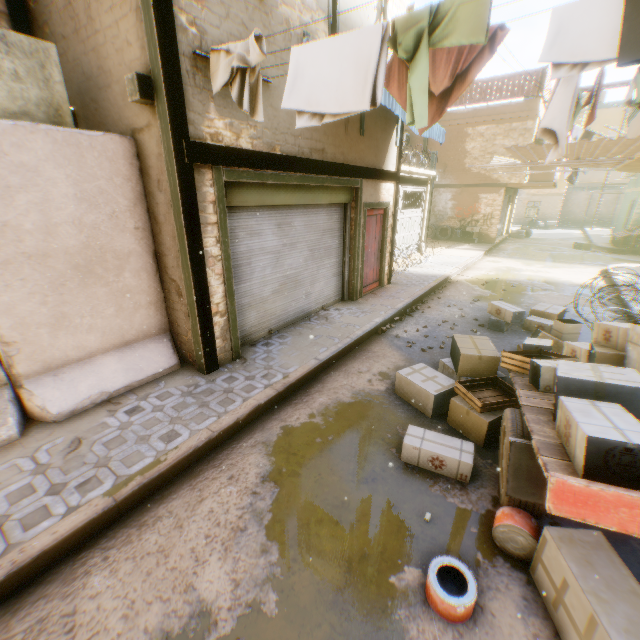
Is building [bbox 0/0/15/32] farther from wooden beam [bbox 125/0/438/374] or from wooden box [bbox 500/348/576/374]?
wooden box [bbox 500/348/576/374]

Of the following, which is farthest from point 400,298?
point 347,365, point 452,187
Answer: point 452,187

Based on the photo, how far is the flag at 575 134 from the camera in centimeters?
1176cm

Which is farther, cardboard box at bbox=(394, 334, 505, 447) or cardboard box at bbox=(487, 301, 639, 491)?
cardboard box at bbox=(394, 334, 505, 447)

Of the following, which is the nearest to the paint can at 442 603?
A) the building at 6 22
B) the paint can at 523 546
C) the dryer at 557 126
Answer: the paint can at 523 546

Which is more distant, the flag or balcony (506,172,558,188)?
balcony (506,172,558,188)

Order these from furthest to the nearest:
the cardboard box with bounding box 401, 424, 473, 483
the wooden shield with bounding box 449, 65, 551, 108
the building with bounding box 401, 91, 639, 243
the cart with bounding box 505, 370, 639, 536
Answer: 1. the wooden shield with bounding box 449, 65, 551, 108
2. the building with bounding box 401, 91, 639, 243
3. the cardboard box with bounding box 401, 424, 473, 483
4. the cart with bounding box 505, 370, 639, 536

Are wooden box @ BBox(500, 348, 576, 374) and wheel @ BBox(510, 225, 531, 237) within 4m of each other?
no
